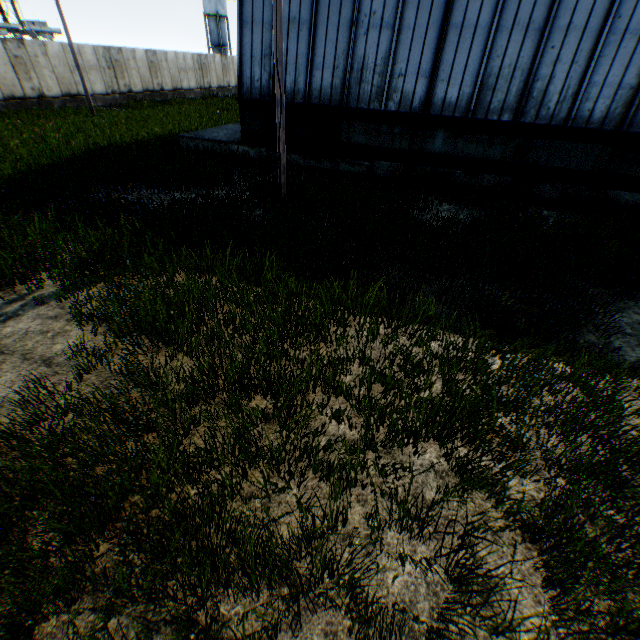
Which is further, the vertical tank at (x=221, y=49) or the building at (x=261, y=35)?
the vertical tank at (x=221, y=49)

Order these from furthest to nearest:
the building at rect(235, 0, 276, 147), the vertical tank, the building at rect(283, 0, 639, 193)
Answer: the vertical tank
the building at rect(235, 0, 276, 147)
the building at rect(283, 0, 639, 193)

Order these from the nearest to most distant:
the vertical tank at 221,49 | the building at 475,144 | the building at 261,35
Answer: the building at 475,144 → the building at 261,35 → the vertical tank at 221,49

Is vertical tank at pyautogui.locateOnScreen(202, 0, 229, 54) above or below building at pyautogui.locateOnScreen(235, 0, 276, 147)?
above

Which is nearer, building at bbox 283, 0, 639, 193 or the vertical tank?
building at bbox 283, 0, 639, 193

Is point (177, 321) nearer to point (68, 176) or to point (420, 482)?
point (420, 482)
